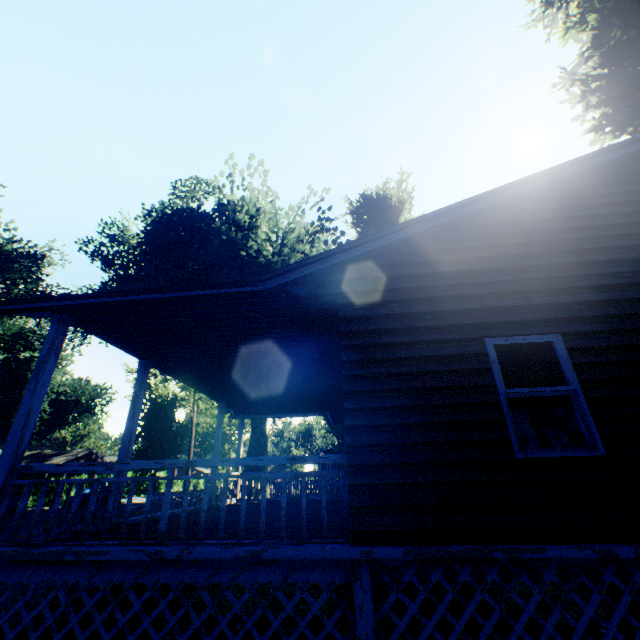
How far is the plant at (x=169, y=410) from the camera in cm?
2115

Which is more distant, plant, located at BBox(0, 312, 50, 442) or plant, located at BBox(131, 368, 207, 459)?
plant, located at BBox(0, 312, 50, 442)

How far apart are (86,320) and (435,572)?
6.7m

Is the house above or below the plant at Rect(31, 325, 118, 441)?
below

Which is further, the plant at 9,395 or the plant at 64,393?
the plant at 64,393

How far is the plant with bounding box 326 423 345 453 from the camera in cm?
1558

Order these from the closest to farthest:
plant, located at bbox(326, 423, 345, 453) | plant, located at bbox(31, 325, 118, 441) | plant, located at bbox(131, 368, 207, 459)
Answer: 1. plant, located at bbox(326, 423, 345, 453)
2. plant, located at bbox(131, 368, 207, 459)
3. plant, located at bbox(31, 325, 118, 441)
